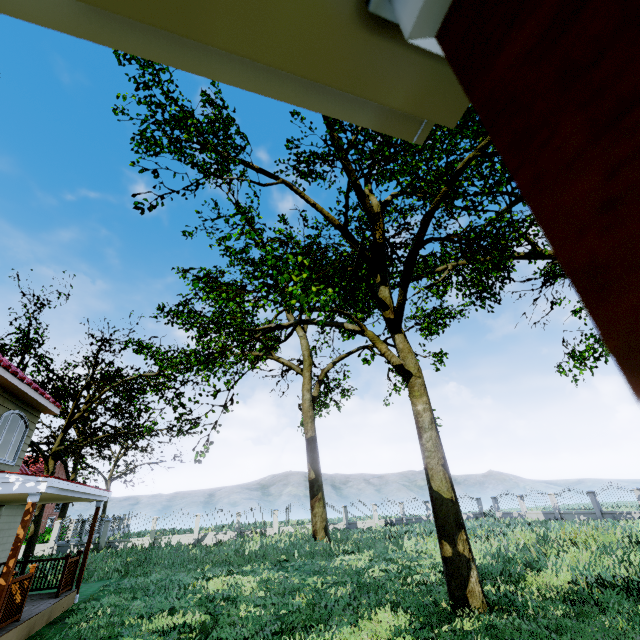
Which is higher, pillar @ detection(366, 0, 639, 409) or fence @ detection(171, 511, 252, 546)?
pillar @ detection(366, 0, 639, 409)

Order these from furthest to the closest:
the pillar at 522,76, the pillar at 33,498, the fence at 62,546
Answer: the fence at 62,546 < the pillar at 33,498 < the pillar at 522,76

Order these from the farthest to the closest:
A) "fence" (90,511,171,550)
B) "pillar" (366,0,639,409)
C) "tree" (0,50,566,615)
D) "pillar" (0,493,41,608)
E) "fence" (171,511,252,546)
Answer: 1. "fence" (171,511,252,546)
2. "fence" (90,511,171,550)
3. "tree" (0,50,566,615)
4. "pillar" (0,493,41,608)
5. "pillar" (366,0,639,409)

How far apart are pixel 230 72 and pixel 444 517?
10.1m

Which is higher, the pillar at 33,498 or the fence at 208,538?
the pillar at 33,498

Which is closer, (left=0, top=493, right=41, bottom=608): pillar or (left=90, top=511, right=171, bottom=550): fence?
(left=0, top=493, right=41, bottom=608): pillar

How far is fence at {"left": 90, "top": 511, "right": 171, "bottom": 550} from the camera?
23.7m
